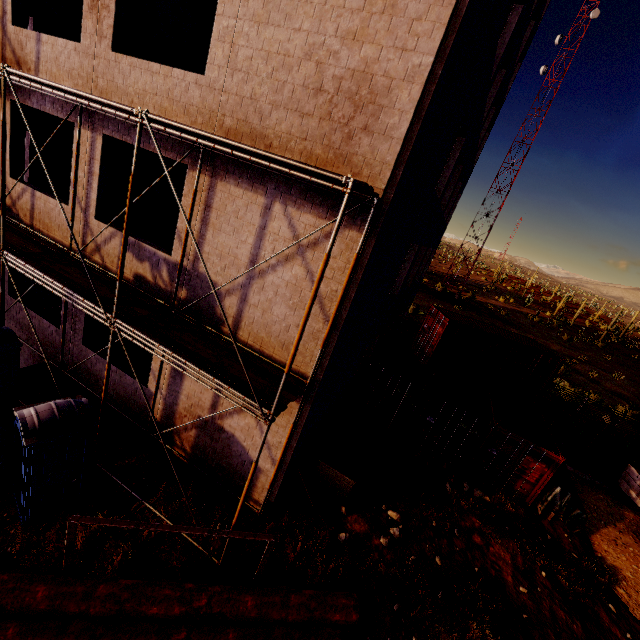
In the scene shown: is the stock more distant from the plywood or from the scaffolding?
the plywood

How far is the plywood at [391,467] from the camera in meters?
9.7

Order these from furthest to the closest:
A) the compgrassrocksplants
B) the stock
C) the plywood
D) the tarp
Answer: the tarp < the plywood < the compgrassrocksplants < the stock

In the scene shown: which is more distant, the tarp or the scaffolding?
the tarp

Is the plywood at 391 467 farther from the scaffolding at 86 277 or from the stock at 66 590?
the stock at 66 590

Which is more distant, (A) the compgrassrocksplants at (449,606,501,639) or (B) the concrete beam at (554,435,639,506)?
(B) the concrete beam at (554,435,639,506)

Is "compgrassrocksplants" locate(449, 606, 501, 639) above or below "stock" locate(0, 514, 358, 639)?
below

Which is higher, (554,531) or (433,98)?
(433,98)
